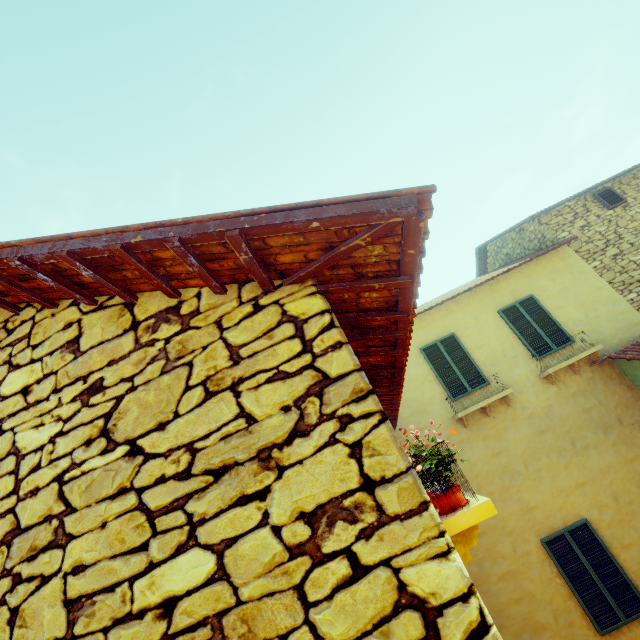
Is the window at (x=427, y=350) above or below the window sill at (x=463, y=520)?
above

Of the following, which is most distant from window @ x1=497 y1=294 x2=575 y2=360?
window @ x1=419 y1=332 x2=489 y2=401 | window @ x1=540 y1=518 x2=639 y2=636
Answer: window @ x1=540 y1=518 x2=639 y2=636

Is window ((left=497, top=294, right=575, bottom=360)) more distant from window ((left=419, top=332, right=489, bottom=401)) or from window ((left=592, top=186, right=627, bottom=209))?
window ((left=592, top=186, right=627, bottom=209))

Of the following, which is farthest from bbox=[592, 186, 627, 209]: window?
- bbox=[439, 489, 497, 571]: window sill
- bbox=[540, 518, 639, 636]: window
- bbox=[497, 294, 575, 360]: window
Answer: bbox=[439, 489, 497, 571]: window sill

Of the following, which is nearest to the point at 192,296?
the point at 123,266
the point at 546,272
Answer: the point at 123,266

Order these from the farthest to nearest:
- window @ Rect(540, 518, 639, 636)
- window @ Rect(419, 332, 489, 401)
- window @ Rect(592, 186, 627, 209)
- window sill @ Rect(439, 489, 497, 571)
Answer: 1. window @ Rect(592, 186, 627, 209)
2. window @ Rect(419, 332, 489, 401)
3. window @ Rect(540, 518, 639, 636)
4. window sill @ Rect(439, 489, 497, 571)

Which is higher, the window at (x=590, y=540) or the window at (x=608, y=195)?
the window at (x=608, y=195)

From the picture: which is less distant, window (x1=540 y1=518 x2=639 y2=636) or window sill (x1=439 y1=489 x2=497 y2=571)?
window sill (x1=439 y1=489 x2=497 y2=571)
